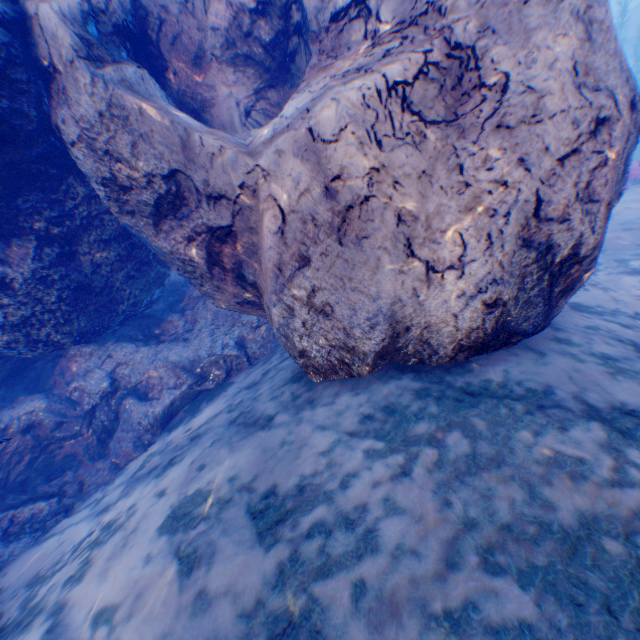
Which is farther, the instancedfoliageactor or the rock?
the instancedfoliageactor

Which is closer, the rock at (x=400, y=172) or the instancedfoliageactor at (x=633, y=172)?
the rock at (x=400, y=172)

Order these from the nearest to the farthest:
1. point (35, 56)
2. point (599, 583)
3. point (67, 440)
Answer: point (599, 583) → point (35, 56) → point (67, 440)

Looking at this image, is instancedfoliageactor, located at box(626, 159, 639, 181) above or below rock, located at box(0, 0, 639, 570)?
below

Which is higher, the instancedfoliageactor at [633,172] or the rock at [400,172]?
the rock at [400,172]
